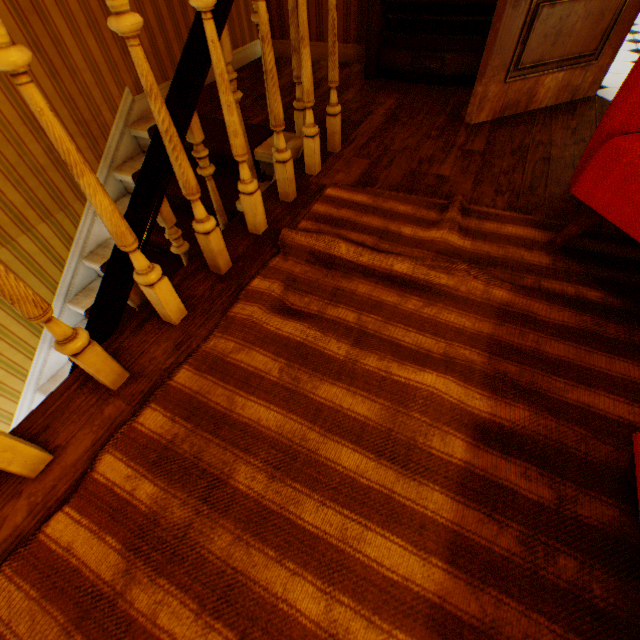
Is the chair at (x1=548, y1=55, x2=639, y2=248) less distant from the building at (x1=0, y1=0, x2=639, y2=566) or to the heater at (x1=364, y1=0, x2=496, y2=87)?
the building at (x1=0, y1=0, x2=639, y2=566)

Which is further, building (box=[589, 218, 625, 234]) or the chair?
building (box=[589, 218, 625, 234])

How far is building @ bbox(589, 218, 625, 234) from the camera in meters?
1.6 m

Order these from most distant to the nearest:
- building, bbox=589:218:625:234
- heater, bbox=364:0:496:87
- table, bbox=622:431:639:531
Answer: heater, bbox=364:0:496:87 → building, bbox=589:218:625:234 → table, bbox=622:431:639:531

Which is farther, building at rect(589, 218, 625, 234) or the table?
building at rect(589, 218, 625, 234)

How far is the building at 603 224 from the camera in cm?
163

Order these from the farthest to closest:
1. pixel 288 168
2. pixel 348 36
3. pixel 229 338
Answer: pixel 348 36, pixel 288 168, pixel 229 338

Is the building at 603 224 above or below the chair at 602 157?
below
